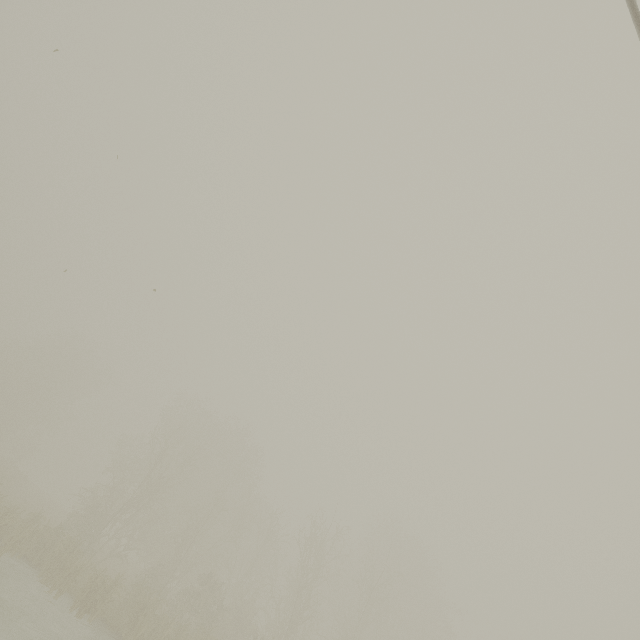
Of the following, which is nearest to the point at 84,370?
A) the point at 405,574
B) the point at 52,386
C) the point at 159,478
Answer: the point at 52,386
